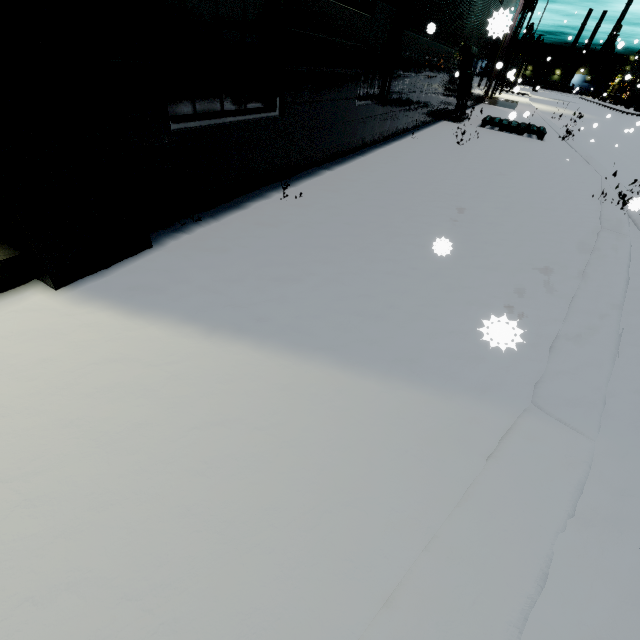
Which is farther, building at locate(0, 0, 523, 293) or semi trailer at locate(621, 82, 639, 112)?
semi trailer at locate(621, 82, 639, 112)

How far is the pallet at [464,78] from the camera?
9.6 meters

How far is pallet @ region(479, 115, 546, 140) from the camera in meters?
9.9 m

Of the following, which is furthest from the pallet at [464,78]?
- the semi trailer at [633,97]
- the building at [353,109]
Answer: the semi trailer at [633,97]

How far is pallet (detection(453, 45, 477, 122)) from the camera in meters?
9.6 m

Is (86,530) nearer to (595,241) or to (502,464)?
(502,464)

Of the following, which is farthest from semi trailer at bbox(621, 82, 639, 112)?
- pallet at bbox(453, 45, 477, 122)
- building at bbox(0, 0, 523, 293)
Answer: pallet at bbox(453, 45, 477, 122)

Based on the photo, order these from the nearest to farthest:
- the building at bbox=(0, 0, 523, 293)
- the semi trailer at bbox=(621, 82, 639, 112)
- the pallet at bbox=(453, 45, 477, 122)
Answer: the building at bbox=(0, 0, 523, 293) → the pallet at bbox=(453, 45, 477, 122) → the semi trailer at bbox=(621, 82, 639, 112)
